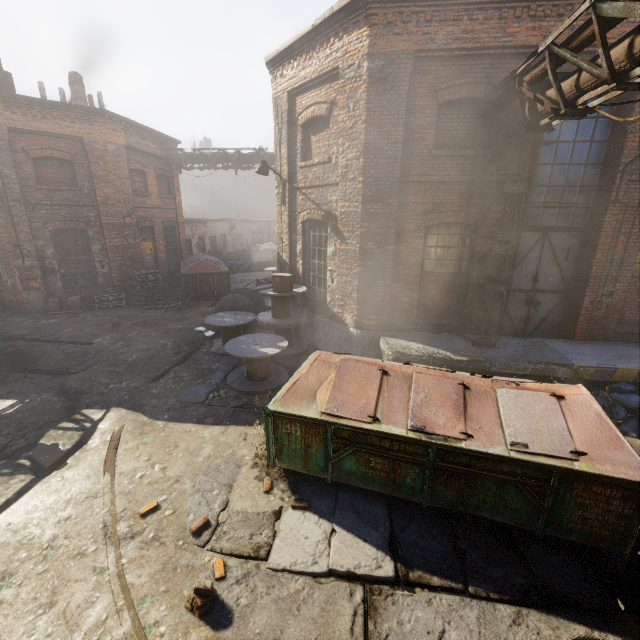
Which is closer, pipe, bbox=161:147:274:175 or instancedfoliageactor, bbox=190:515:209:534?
instancedfoliageactor, bbox=190:515:209:534

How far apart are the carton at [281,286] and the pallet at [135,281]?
8.4m

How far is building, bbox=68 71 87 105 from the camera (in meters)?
15.69

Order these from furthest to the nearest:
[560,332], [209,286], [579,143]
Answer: [209,286] < [560,332] < [579,143]

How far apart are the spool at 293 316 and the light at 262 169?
2.6m

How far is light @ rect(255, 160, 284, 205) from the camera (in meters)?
9.52

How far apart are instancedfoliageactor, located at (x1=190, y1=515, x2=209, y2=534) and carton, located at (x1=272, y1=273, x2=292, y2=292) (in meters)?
5.85

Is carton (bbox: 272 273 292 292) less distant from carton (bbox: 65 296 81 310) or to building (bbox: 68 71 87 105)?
carton (bbox: 65 296 81 310)
